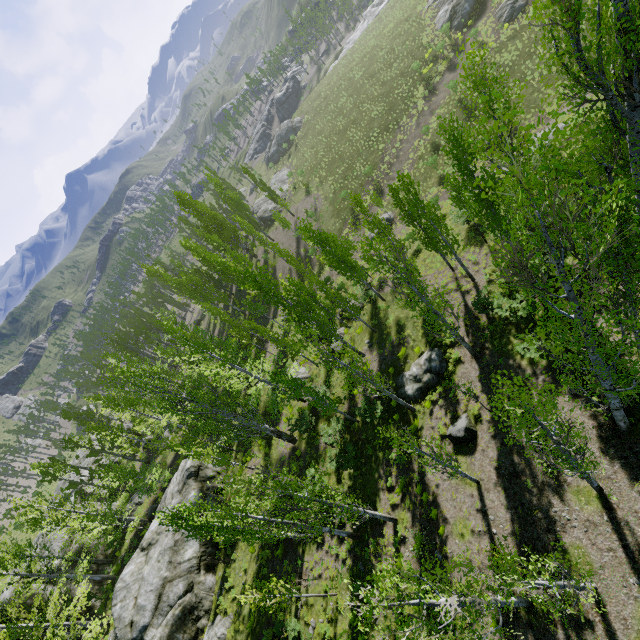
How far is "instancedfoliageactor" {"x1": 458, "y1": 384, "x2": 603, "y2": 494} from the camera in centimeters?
625cm

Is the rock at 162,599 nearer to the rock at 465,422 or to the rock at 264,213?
the rock at 465,422

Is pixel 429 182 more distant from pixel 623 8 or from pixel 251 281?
pixel 623 8

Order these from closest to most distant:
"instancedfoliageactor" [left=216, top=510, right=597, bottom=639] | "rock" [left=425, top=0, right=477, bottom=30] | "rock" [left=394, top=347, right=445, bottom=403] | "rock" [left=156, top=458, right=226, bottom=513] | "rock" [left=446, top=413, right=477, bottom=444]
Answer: "instancedfoliageactor" [left=216, top=510, right=597, bottom=639]
"rock" [left=446, top=413, right=477, bottom=444]
"rock" [left=394, top=347, right=445, bottom=403]
"rock" [left=156, top=458, right=226, bottom=513]
"rock" [left=425, top=0, right=477, bottom=30]

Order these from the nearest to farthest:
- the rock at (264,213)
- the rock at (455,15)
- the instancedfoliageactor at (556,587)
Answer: the instancedfoliageactor at (556,587) → the rock at (455,15) → the rock at (264,213)

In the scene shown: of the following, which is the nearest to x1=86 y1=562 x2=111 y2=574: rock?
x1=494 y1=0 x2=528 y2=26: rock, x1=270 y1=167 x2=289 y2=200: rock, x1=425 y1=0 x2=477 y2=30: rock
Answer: x1=270 y1=167 x2=289 y2=200: rock

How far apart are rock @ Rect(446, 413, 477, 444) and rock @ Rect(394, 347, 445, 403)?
2.75m

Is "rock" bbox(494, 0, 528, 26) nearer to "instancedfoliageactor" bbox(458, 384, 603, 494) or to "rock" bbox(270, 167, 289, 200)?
"instancedfoliageactor" bbox(458, 384, 603, 494)
